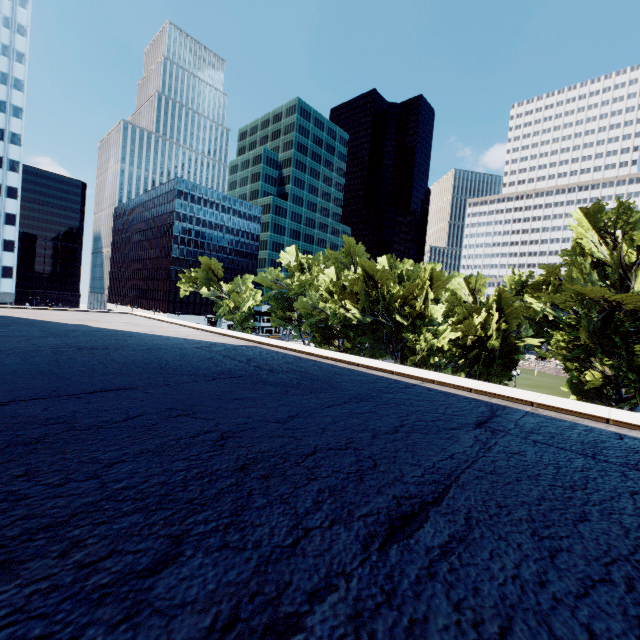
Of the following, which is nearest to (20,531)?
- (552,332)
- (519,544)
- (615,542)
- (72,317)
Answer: (519,544)

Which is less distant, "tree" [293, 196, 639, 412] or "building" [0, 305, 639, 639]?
"building" [0, 305, 639, 639]

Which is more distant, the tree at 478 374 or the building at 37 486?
the tree at 478 374
